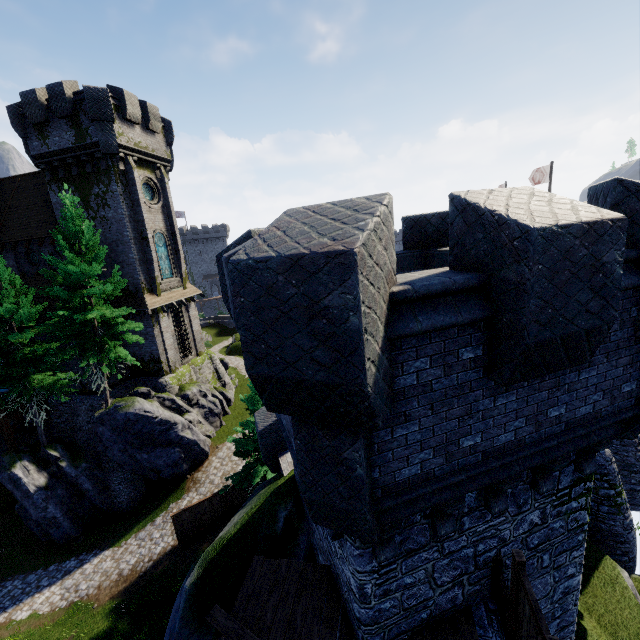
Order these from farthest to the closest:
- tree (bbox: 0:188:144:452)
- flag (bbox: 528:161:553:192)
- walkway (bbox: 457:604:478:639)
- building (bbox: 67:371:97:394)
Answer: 1. flag (bbox: 528:161:553:192)
2. building (bbox: 67:371:97:394)
3. tree (bbox: 0:188:144:452)
4. walkway (bbox: 457:604:478:639)

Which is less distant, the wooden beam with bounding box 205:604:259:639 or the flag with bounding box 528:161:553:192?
the wooden beam with bounding box 205:604:259:639

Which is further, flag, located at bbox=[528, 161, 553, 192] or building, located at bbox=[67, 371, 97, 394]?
flag, located at bbox=[528, 161, 553, 192]

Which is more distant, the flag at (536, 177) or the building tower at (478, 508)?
the flag at (536, 177)

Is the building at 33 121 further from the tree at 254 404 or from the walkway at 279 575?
the walkway at 279 575

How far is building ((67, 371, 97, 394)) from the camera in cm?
2327

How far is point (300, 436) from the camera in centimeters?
379cm

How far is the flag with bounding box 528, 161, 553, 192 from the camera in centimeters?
2740cm
